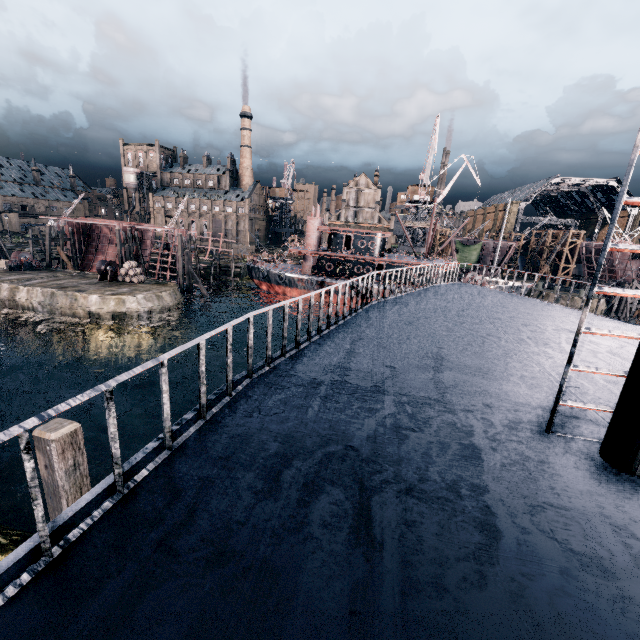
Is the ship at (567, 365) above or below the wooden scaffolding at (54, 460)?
above

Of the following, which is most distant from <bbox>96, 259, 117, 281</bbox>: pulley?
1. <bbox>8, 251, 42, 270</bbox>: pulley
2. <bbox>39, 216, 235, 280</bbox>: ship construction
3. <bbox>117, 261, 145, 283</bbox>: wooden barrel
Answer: <bbox>8, 251, 42, 270</bbox>: pulley

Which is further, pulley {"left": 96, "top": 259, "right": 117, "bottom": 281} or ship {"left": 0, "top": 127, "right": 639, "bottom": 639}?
pulley {"left": 96, "top": 259, "right": 117, "bottom": 281}

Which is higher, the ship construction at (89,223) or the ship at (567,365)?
the ship at (567,365)

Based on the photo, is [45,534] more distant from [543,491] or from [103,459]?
[103,459]

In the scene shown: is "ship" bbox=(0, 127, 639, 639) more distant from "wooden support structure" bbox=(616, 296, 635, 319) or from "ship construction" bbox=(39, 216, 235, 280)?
"wooden support structure" bbox=(616, 296, 635, 319)

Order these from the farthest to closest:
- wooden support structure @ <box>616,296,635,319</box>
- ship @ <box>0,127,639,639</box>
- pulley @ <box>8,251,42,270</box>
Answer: wooden support structure @ <box>616,296,635,319</box> < pulley @ <box>8,251,42,270</box> < ship @ <box>0,127,639,639</box>

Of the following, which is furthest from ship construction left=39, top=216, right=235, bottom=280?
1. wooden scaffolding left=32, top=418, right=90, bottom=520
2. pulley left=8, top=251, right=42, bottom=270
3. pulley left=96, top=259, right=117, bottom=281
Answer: wooden scaffolding left=32, top=418, right=90, bottom=520
